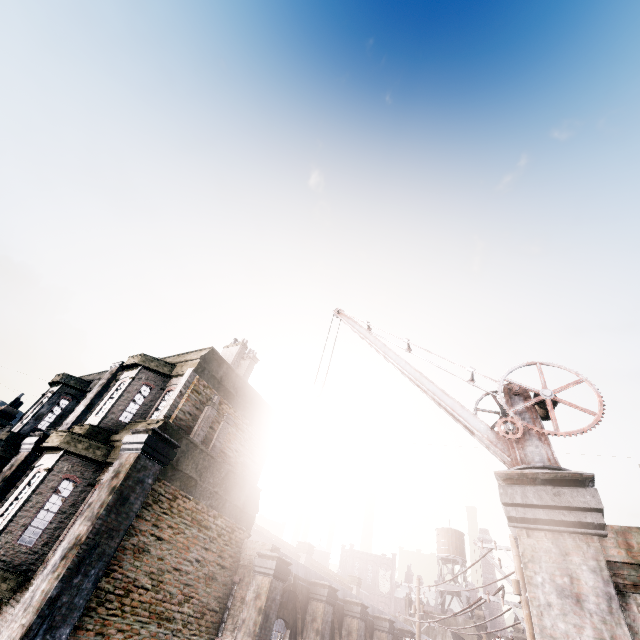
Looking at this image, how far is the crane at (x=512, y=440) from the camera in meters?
6.4 m

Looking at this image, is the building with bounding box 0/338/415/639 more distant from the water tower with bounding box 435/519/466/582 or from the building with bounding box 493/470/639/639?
the water tower with bounding box 435/519/466/582

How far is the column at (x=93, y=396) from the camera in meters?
14.2

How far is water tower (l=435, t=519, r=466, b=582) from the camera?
39.0m

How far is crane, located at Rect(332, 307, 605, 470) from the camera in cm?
645

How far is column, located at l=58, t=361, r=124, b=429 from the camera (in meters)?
14.15

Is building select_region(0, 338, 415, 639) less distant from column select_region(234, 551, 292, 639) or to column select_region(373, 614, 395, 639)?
column select_region(234, 551, 292, 639)

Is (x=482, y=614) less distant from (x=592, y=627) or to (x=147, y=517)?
(x=147, y=517)
